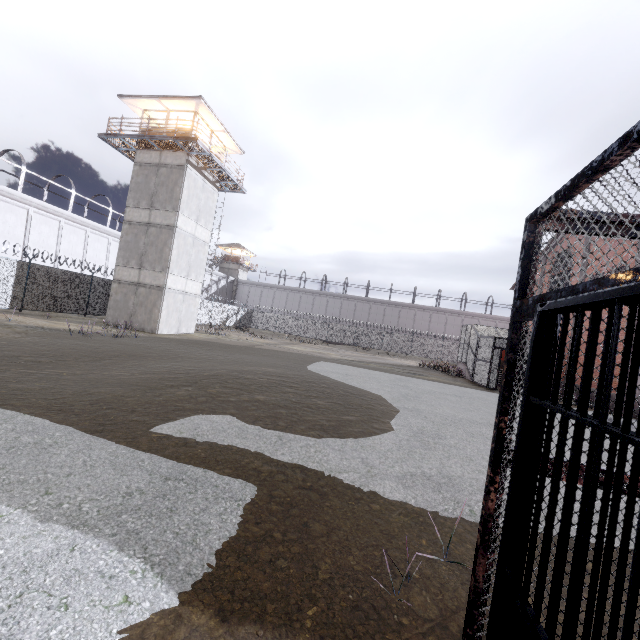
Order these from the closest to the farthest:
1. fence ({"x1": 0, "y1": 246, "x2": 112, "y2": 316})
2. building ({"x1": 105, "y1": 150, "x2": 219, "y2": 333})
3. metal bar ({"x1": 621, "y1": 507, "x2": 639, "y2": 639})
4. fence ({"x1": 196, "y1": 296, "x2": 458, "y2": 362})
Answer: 1. metal bar ({"x1": 621, "y1": 507, "x2": 639, "y2": 639})
2. fence ({"x1": 0, "y1": 246, "x2": 112, "y2": 316})
3. building ({"x1": 105, "y1": 150, "x2": 219, "y2": 333})
4. fence ({"x1": 196, "y1": 296, "x2": 458, "y2": 362})

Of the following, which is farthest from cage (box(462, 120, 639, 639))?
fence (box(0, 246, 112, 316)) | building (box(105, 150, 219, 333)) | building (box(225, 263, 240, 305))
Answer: building (box(225, 263, 240, 305))

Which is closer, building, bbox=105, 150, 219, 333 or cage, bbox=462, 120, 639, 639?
cage, bbox=462, 120, 639, 639

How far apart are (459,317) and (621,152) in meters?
55.2

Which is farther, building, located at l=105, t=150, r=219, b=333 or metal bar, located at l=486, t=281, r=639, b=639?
building, located at l=105, t=150, r=219, b=333

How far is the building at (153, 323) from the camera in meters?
20.7

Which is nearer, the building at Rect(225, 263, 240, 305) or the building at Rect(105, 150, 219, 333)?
the building at Rect(105, 150, 219, 333)

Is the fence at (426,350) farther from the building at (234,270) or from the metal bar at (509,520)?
the metal bar at (509,520)
